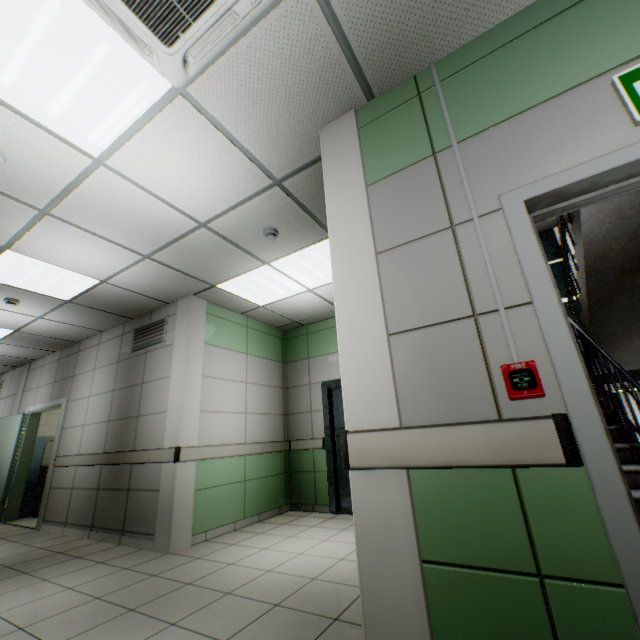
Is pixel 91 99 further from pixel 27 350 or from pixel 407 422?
pixel 27 350

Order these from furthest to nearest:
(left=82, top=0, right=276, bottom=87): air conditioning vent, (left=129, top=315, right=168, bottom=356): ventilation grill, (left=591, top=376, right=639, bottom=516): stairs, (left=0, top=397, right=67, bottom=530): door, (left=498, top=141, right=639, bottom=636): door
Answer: (left=0, top=397, right=67, bottom=530): door < (left=129, top=315, right=168, bottom=356): ventilation grill < (left=591, top=376, right=639, bottom=516): stairs < (left=82, top=0, right=276, bottom=87): air conditioning vent < (left=498, top=141, right=639, bottom=636): door

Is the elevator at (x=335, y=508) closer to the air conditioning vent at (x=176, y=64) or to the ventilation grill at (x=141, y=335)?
the ventilation grill at (x=141, y=335)

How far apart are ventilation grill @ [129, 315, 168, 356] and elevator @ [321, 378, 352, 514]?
2.74m

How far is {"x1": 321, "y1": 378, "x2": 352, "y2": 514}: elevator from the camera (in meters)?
5.17

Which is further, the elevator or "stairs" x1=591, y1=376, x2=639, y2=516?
the elevator

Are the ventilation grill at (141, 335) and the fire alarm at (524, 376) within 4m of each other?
no

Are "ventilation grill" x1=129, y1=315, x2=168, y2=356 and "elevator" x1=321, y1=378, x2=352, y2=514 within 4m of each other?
yes
